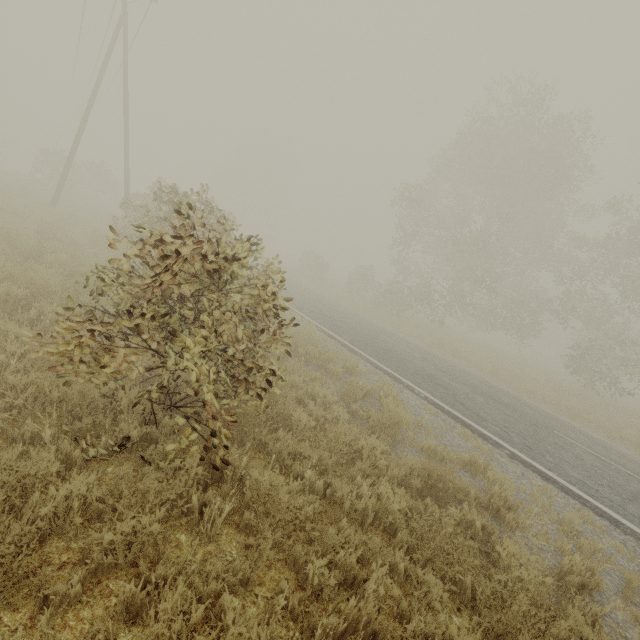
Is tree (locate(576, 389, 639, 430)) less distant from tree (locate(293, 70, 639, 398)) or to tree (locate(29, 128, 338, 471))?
tree (locate(293, 70, 639, 398))

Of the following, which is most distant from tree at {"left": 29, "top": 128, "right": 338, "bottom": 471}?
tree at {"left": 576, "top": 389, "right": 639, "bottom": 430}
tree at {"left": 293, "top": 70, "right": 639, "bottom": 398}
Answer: tree at {"left": 576, "top": 389, "right": 639, "bottom": 430}

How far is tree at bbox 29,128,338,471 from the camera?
3.2m

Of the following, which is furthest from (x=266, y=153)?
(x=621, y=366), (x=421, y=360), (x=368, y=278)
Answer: (x=621, y=366)

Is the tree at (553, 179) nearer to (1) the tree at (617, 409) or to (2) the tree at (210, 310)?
(2) the tree at (210, 310)

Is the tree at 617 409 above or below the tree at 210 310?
below
